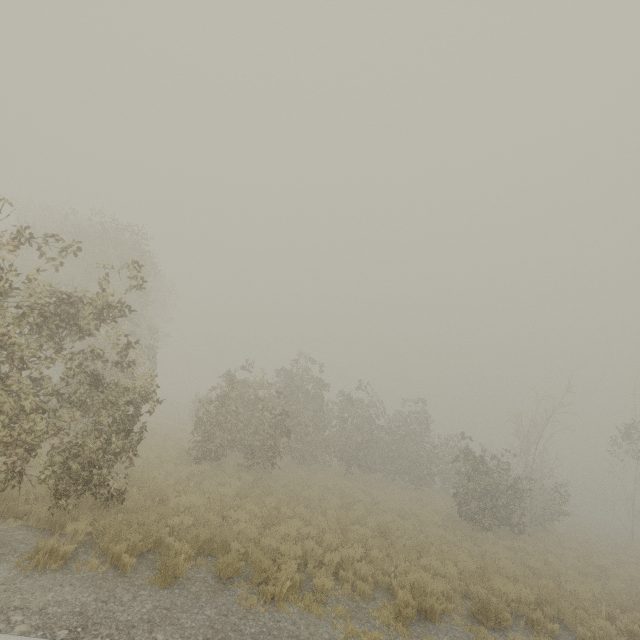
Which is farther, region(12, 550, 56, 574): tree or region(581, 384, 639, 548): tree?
region(581, 384, 639, 548): tree

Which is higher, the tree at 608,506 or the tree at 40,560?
the tree at 608,506

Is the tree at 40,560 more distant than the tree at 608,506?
No

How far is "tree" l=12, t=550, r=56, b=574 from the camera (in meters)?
5.44

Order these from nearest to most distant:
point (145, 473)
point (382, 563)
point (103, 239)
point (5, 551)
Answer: point (5, 551) < point (382, 563) < point (145, 473) < point (103, 239)

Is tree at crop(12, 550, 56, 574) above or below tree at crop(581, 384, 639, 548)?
below
